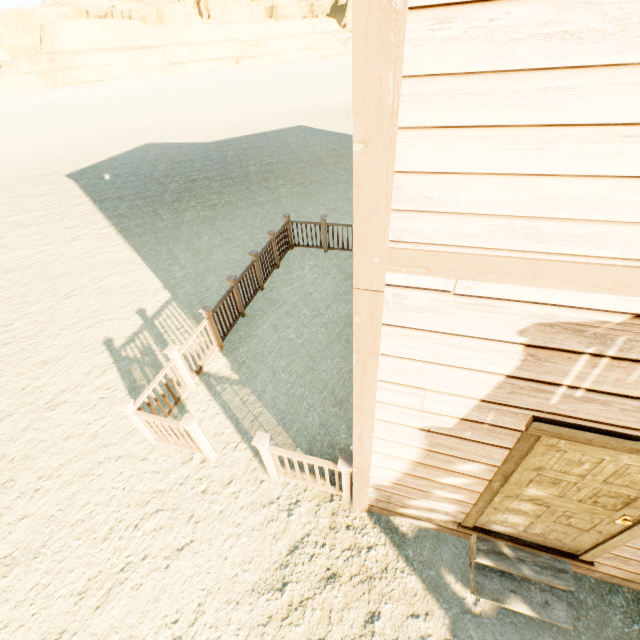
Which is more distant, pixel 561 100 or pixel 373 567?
pixel 373 567

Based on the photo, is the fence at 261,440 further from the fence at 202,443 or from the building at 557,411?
the fence at 202,443

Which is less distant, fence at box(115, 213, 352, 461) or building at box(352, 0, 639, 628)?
building at box(352, 0, 639, 628)

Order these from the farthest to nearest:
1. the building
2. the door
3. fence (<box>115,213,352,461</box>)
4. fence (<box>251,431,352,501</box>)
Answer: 1. fence (<box>115,213,352,461</box>)
2. fence (<box>251,431,352,501</box>)
3. the door
4. the building

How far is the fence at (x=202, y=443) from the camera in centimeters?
430cm

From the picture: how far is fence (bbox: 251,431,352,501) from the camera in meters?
3.5 m

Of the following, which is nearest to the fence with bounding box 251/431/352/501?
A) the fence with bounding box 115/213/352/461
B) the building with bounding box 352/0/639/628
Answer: the building with bounding box 352/0/639/628

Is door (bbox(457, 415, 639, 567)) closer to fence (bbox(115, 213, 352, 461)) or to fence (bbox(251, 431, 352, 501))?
fence (bbox(251, 431, 352, 501))
